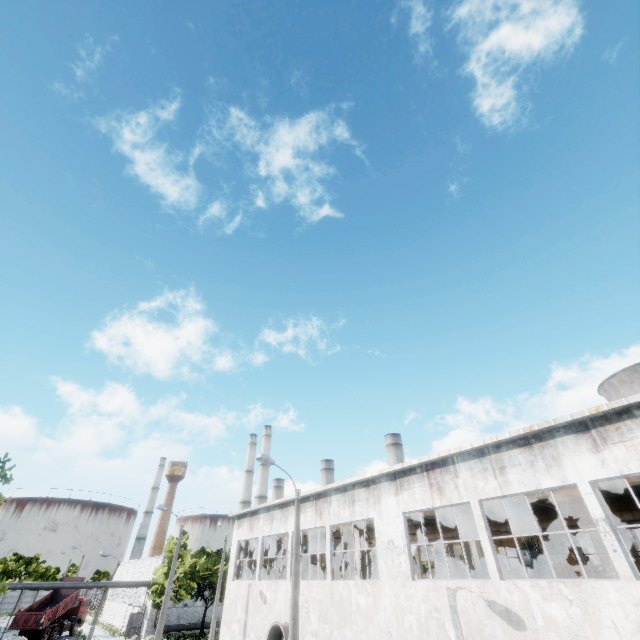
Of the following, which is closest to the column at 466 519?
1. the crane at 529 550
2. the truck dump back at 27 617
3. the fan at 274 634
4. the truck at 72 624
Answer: the crane at 529 550

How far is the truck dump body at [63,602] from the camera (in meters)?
36.03

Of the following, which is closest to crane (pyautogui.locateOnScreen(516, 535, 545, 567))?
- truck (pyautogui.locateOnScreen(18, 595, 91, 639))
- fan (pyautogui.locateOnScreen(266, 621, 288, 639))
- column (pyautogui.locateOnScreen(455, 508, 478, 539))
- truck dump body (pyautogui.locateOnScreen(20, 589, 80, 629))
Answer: column (pyautogui.locateOnScreen(455, 508, 478, 539))

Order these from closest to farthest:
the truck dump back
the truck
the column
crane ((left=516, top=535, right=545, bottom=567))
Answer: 1. the column
2. crane ((left=516, top=535, right=545, bottom=567))
3. the truck dump back
4. the truck

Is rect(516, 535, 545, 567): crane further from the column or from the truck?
the truck

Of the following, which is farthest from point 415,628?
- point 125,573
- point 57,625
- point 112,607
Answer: point 112,607

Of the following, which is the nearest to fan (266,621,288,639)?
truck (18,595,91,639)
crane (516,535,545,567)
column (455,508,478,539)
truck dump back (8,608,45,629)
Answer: crane (516,535,545,567)

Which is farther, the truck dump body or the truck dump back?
the truck dump body
